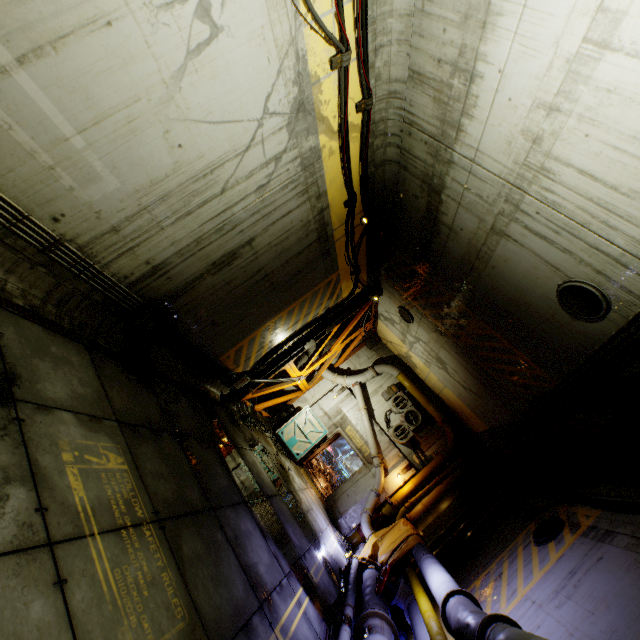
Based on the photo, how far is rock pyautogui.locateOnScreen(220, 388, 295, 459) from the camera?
10.78m

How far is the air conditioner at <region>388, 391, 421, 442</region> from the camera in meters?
14.5 m

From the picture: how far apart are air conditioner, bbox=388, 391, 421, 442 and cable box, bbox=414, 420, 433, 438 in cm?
18

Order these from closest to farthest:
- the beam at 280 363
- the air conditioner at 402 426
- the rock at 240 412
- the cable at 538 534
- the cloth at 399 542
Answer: the cable at 538 534 → the cloth at 399 542 → the rock at 240 412 → the beam at 280 363 → the air conditioner at 402 426

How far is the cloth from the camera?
9.3 meters

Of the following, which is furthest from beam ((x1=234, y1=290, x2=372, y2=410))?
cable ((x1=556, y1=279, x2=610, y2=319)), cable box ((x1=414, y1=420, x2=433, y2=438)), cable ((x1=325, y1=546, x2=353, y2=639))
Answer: cable ((x1=556, y1=279, x2=610, y2=319))

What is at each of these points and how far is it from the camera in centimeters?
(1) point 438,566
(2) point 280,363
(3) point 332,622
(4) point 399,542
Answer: (1) pipe, 664cm
(2) beam, 1192cm
(3) cable, 616cm
(4) cloth, 1006cm

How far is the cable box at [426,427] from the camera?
14.6 meters
